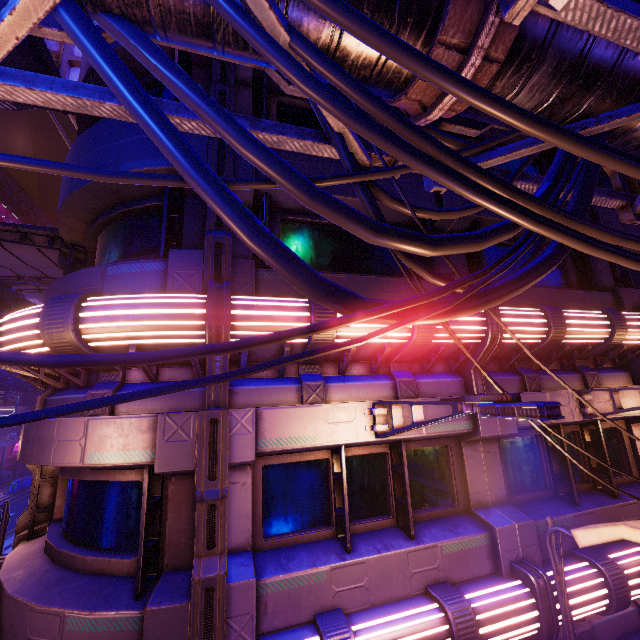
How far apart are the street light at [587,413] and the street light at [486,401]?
4.49m

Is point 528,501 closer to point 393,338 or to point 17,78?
point 393,338

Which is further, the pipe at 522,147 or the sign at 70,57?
the sign at 70,57

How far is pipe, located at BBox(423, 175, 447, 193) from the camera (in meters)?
4.21

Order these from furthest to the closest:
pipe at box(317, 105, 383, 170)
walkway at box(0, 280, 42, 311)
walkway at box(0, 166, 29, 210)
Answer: walkway at box(0, 166, 29, 210), walkway at box(0, 280, 42, 311), pipe at box(317, 105, 383, 170)

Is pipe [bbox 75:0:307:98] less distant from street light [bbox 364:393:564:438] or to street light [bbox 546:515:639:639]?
street light [bbox 364:393:564:438]

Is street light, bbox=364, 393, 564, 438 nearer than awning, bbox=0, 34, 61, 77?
Yes
